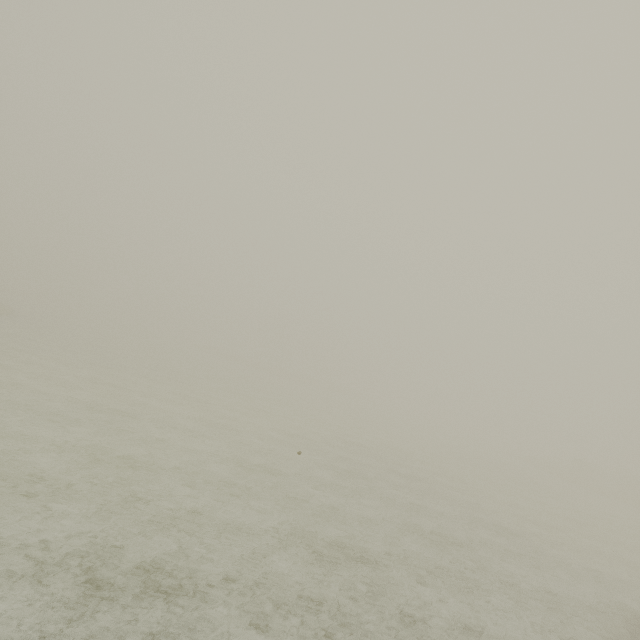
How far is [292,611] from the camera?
6.63m
